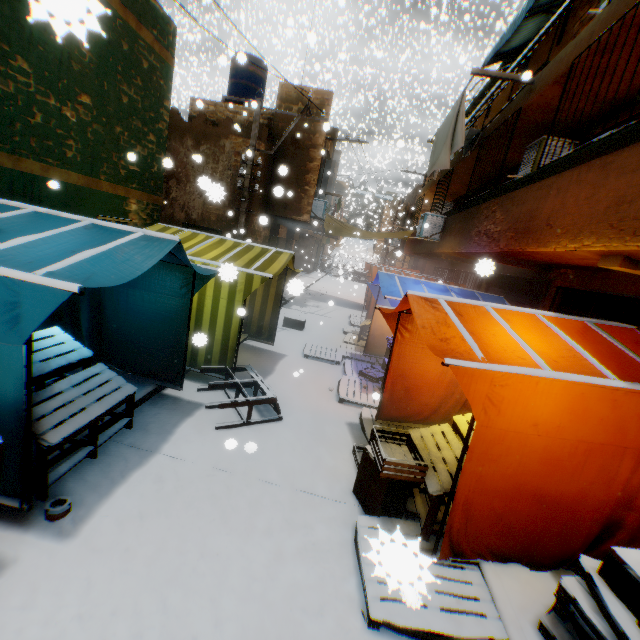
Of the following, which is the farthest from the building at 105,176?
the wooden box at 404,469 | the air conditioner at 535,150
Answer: the wooden box at 404,469

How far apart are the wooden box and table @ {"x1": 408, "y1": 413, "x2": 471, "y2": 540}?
0.1 meters

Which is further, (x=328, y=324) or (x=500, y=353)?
(x=328, y=324)

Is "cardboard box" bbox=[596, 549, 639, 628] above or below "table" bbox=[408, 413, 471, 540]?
above

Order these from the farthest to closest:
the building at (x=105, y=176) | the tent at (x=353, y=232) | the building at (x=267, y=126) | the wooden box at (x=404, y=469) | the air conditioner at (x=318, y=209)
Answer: the tent at (x=353, y=232) < the air conditioner at (x=318, y=209) < the building at (x=267, y=126) < the building at (x=105, y=176) < the wooden box at (x=404, y=469)

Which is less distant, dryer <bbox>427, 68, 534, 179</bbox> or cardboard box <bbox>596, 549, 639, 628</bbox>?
cardboard box <bbox>596, 549, 639, 628</bbox>

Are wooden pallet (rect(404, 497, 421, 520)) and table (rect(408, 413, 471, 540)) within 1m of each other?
yes

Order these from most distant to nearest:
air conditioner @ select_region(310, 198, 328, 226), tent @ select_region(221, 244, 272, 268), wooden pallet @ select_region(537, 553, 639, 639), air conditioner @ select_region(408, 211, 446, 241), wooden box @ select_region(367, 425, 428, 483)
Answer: air conditioner @ select_region(310, 198, 328, 226) → air conditioner @ select_region(408, 211, 446, 241) → tent @ select_region(221, 244, 272, 268) → wooden box @ select_region(367, 425, 428, 483) → wooden pallet @ select_region(537, 553, 639, 639)
